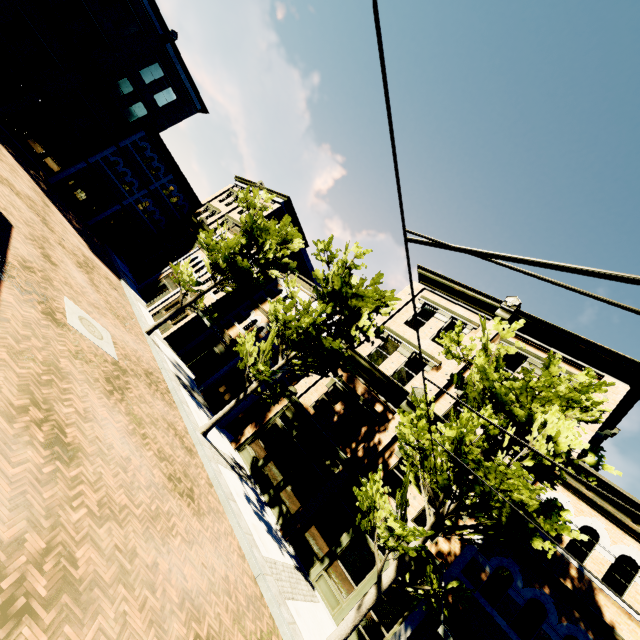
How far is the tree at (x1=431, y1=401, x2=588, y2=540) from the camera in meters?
7.1

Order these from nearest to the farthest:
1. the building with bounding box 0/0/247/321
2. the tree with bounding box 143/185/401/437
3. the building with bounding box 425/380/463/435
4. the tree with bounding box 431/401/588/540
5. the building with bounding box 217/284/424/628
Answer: the tree with bounding box 431/401/588/540 → the building with bounding box 217/284/424/628 → the tree with bounding box 143/185/401/437 → the building with bounding box 425/380/463/435 → the building with bounding box 0/0/247/321

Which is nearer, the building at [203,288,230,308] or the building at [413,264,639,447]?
the building at [413,264,639,447]

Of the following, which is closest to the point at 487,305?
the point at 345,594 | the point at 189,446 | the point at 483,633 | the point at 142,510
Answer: the point at 483,633

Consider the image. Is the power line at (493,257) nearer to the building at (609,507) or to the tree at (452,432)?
the tree at (452,432)

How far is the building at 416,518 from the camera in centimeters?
1209cm

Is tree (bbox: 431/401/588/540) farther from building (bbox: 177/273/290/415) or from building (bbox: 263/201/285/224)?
building (bbox: 263/201/285/224)
